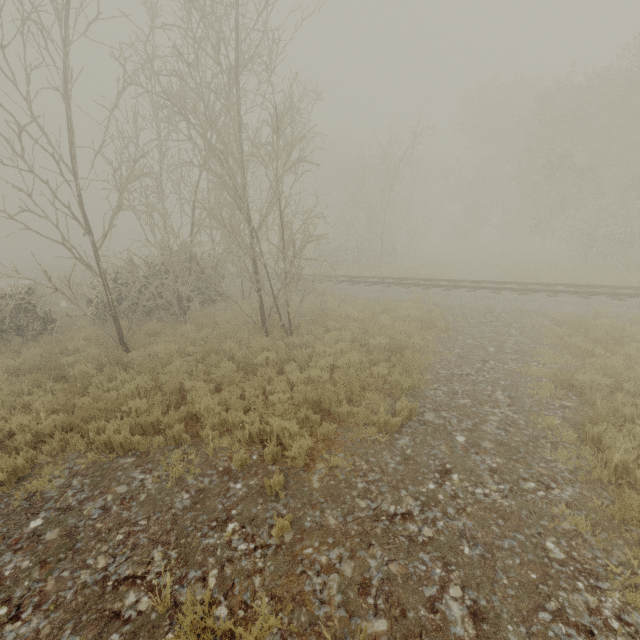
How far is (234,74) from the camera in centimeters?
1033cm
